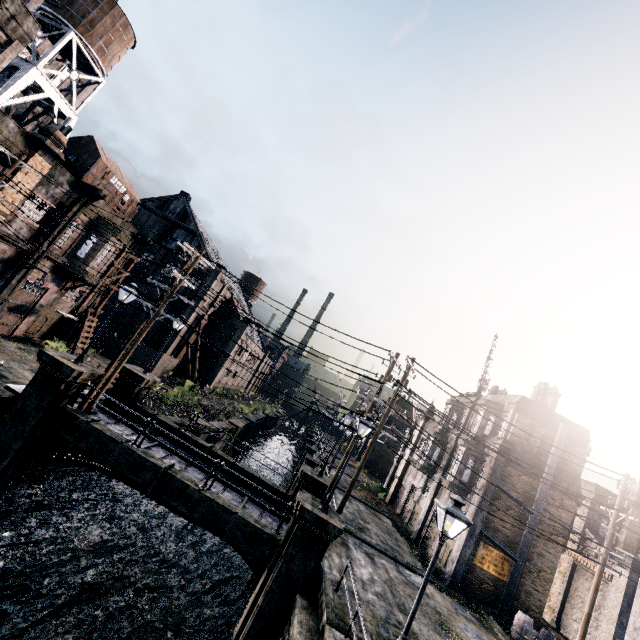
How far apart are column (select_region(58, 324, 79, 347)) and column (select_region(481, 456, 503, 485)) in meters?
34.2 m

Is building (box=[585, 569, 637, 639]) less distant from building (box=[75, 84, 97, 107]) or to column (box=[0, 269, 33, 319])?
building (box=[75, 84, 97, 107])

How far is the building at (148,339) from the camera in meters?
40.5

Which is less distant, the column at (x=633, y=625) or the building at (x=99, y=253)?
the column at (x=633, y=625)

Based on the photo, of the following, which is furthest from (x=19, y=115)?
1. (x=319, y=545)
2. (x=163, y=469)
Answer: (x=319, y=545)

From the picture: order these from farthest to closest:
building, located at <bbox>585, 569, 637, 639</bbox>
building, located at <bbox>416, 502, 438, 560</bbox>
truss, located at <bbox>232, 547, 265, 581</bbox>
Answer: building, located at <bbox>416, 502, 438, 560</bbox> → building, located at <bbox>585, 569, 637, 639</bbox> → truss, located at <bbox>232, 547, 265, 581</bbox>

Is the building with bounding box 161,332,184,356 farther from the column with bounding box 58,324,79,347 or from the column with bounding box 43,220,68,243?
the column with bounding box 58,324,79,347

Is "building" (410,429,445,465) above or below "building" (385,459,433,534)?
above
